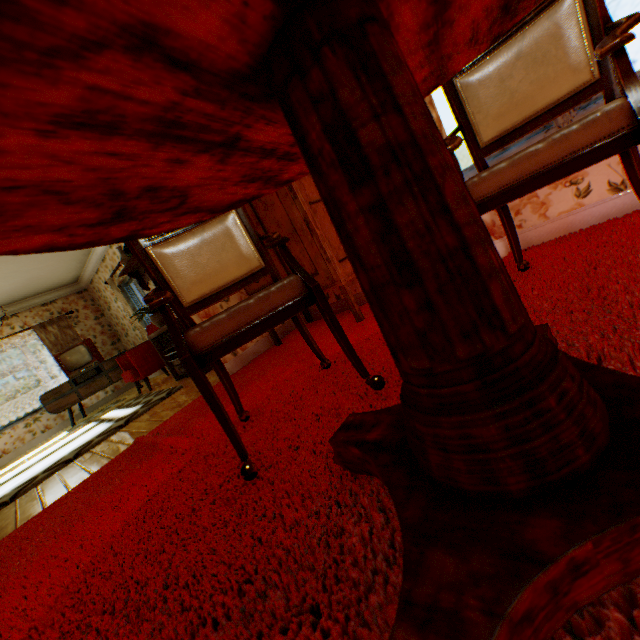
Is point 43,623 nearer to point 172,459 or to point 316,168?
point 172,459

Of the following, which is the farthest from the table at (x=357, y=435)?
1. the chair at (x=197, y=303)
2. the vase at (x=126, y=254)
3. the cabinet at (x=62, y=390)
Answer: the cabinet at (x=62, y=390)

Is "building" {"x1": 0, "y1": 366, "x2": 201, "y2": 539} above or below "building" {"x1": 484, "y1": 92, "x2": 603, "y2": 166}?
below

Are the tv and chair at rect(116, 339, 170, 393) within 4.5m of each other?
yes

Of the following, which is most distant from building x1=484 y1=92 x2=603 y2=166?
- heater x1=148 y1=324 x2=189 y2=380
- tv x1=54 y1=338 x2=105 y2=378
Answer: tv x1=54 y1=338 x2=105 y2=378

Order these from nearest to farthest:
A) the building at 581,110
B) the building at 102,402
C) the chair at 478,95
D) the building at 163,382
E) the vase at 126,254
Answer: the chair at 478,95 < the building at 581,110 < the building at 163,382 < the vase at 126,254 < the building at 102,402

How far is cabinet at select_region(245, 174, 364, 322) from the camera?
2.6m

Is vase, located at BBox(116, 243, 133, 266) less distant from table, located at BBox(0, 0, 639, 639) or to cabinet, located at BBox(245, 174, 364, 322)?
cabinet, located at BBox(245, 174, 364, 322)
